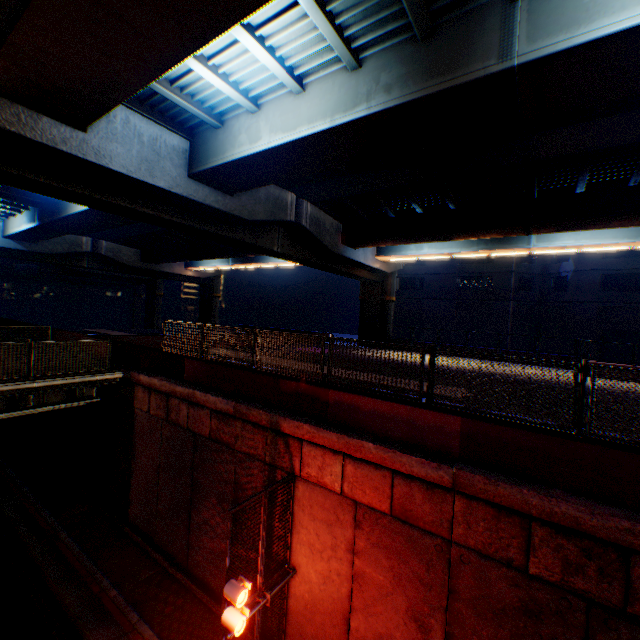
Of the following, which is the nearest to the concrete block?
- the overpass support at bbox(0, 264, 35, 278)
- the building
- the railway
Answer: the railway

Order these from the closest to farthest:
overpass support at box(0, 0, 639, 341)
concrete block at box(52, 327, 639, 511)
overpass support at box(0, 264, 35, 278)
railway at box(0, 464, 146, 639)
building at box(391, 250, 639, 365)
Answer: concrete block at box(52, 327, 639, 511), overpass support at box(0, 0, 639, 341), railway at box(0, 464, 146, 639), building at box(391, 250, 639, 365), overpass support at box(0, 264, 35, 278)

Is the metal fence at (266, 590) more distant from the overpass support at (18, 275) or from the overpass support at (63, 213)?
the overpass support at (18, 275)

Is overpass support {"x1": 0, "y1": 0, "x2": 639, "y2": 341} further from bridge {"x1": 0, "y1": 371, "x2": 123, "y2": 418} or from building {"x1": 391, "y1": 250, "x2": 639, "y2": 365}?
building {"x1": 391, "y1": 250, "x2": 639, "y2": 365}

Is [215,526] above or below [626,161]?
below

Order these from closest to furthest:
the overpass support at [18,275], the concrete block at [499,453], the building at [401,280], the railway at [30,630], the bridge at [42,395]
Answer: A: the concrete block at [499,453], the railway at [30,630], the bridge at [42,395], the building at [401,280], the overpass support at [18,275]

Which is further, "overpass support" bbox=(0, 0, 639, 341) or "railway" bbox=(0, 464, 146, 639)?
"railway" bbox=(0, 464, 146, 639)

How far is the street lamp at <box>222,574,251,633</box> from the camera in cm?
625
